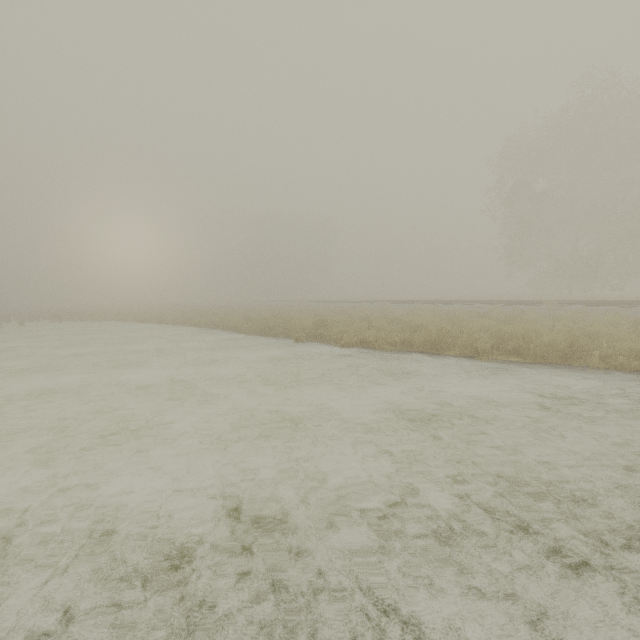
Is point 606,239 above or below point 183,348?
above
